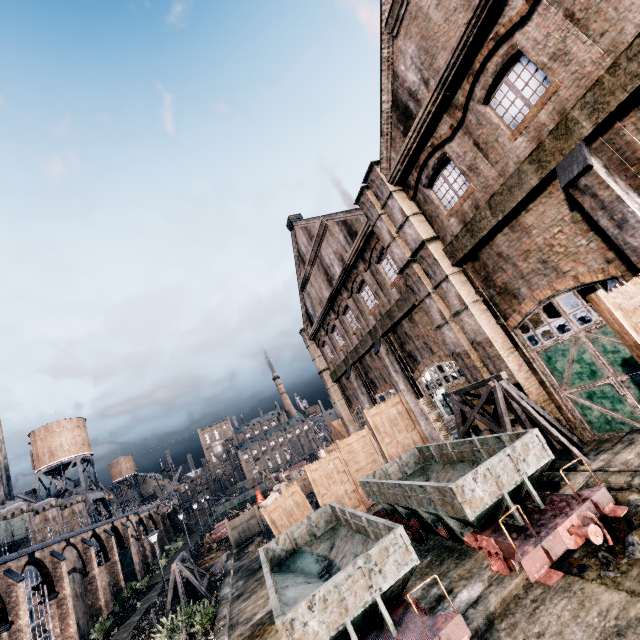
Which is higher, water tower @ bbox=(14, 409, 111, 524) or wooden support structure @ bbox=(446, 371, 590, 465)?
water tower @ bbox=(14, 409, 111, 524)

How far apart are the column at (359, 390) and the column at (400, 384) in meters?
5.7 m

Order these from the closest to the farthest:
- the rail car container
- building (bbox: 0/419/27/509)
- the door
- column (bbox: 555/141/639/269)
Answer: column (bbox: 555/141/639/269), the door, the rail car container, building (bbox: 0/419/27/509)

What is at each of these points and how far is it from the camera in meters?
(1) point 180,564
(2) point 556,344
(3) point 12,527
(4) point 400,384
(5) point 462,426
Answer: (1) wooden support structure, 19.4 m
(2) door, 11.8 m
(3) rail car container, 25.6 m
(4) column, 20.8 m
(5) wooden support structure, 13.3 m

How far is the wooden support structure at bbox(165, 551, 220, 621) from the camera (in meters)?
18.55

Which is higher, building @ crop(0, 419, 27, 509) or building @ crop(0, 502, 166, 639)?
building @ crop(0, 419, 27, 509)

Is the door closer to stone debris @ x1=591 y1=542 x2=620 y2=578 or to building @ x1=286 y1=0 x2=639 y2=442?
building @ x1=286 y1=0 x2=639 y2=442

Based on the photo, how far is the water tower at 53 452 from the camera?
46.0m
